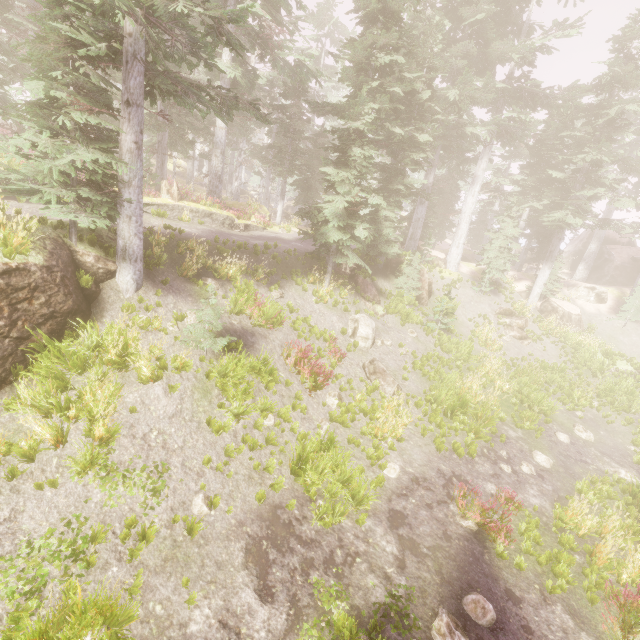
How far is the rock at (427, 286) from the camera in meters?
21.7 m

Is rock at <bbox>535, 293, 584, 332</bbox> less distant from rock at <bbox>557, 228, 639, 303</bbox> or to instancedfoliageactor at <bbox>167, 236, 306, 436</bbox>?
instancedfoliageactor at <bbox>167, 236, 306, 436</bbox>

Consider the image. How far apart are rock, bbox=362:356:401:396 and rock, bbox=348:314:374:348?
0.8m

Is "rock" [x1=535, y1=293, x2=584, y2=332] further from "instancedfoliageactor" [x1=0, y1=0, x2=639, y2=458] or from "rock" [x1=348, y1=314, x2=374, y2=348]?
"rock" [x1=348, y1=314, x2=374, y2=348]

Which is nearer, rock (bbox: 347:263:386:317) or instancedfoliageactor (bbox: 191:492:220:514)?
instancedfoliageactor (bbox: 191:492:220:514)

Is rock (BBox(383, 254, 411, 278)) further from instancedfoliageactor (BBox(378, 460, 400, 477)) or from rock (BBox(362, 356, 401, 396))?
rock (BBox(362, 356, 401, 396))

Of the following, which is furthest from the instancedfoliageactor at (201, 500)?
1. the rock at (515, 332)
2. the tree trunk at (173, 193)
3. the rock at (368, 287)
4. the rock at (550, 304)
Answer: the rock at (515, 332)

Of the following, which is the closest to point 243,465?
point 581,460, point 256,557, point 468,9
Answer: point 256,557
